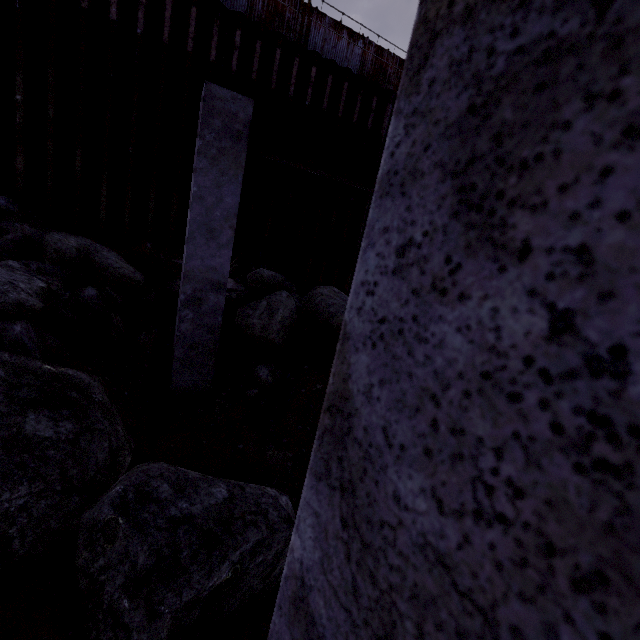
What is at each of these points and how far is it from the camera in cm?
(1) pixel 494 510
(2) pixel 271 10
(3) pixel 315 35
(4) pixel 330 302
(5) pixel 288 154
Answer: (1) concrete column, 24
(2) fence, 980
(3) fence, 1048
(4) compgrassrocksplants, 666
(5) steel beam, 477

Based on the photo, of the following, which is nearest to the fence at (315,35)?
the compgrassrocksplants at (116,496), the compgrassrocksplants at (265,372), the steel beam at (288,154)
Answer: the steel beam at (288,154)

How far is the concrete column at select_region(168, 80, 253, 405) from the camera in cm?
407

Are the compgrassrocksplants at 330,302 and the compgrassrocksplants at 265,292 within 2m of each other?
yes

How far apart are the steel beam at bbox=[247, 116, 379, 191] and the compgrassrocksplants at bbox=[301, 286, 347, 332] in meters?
2.2 m

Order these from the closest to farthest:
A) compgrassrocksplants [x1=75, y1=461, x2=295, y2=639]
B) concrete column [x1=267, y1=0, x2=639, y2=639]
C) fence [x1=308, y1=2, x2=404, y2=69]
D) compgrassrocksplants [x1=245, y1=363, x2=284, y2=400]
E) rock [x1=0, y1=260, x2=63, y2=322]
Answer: concrete column [x1=267, y1=0, x2=639, y2=639], compgrassrocksplants [x1=75, y1=461, x2=295, y2=639], rock [x1=0, y1=260, x2=63, y2=322], compgrassrocksplants [x1=245, y1=363, x2=284, y2=400], fence [x1=308, y1=2, x2=404, y2=69]

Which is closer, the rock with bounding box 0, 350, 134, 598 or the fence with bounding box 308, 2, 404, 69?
the rock with bounding box 0, 350, 134, 598

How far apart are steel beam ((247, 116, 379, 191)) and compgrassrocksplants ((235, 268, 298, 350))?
2.2m
